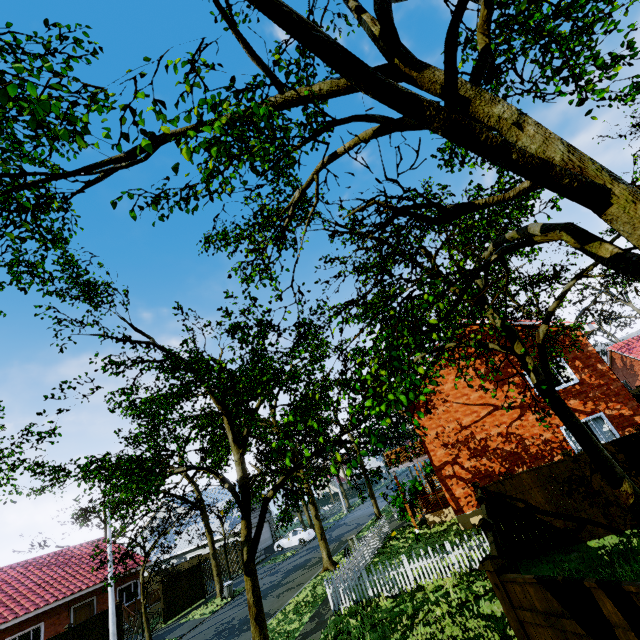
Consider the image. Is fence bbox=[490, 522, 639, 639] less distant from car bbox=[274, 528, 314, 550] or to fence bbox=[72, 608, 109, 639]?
car bbox=[274, 528, 314, 550]

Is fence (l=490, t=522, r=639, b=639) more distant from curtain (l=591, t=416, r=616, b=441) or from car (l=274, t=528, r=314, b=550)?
curtain (l=591, t=416, r=616, b=441)

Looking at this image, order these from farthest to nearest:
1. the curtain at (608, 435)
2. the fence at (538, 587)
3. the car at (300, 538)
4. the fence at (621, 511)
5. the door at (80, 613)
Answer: the car at (300, 538), the door at (80, 613), the curtain at (608, 435), the fence at (621, 511), the fence at (538, 587)

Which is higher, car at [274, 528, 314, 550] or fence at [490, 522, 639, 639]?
fence at [490, 522, 639, 639]

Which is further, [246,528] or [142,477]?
[246,528]

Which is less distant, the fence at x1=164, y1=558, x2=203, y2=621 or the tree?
the tree

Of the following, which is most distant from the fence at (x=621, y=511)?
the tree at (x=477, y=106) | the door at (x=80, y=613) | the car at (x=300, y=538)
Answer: the door at (x=80, y=613)

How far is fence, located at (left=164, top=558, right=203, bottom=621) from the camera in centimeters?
2250cm
